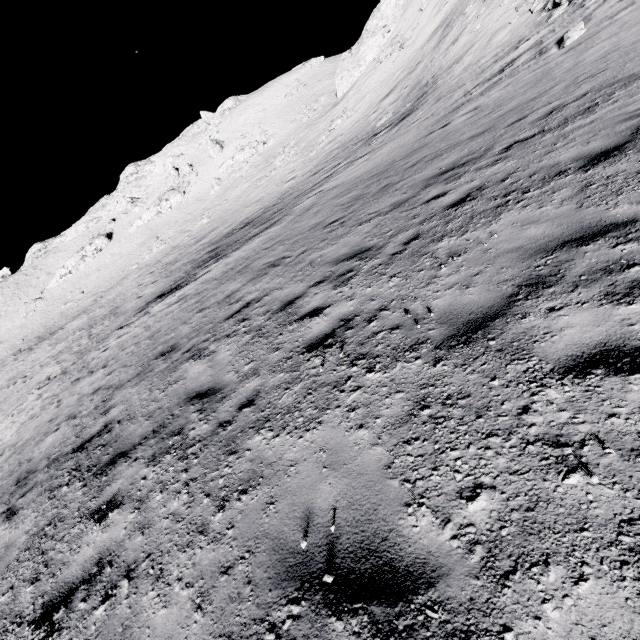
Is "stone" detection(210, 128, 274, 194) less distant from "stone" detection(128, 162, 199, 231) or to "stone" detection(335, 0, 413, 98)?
"stone" detection(128, 162, 199, 231)

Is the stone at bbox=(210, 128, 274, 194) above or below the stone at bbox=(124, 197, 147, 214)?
below

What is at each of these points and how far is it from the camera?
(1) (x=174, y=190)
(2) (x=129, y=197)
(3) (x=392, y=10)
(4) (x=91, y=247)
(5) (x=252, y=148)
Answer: (1) stone, 53.6 meters
(2) stone, 57.5 meters
(3) stone, 40.4 meters
(4) stone, 53.5 meters
(5) stone, 47.8 meters

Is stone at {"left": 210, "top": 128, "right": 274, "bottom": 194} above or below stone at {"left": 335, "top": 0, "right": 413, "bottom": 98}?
below

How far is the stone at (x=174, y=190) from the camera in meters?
52.2 m

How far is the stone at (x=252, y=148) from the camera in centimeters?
4678cm

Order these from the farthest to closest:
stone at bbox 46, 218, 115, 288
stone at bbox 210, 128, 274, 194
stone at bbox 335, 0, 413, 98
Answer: stone at bbox 46, 218, 115, 288
stone at bbox 210, 128, 274, 194
stone at bbox 335, 0, 413, 98

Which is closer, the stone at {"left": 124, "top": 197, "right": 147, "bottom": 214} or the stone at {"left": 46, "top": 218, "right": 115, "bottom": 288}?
the stone at {"left": 46, "top": 218, "right": 115, "bottom": 288}
